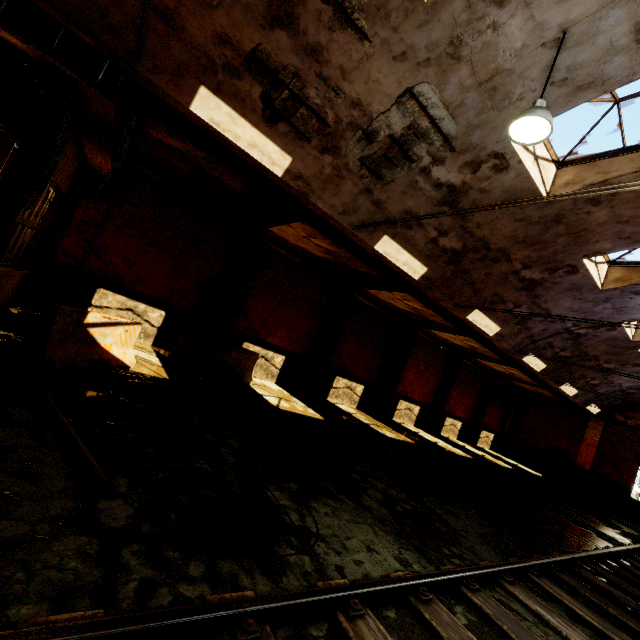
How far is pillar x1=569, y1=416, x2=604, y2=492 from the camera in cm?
2122

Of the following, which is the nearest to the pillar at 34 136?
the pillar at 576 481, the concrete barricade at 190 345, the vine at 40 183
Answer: the vine at 40 183

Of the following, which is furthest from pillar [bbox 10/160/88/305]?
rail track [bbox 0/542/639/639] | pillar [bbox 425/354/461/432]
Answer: pillar [bbox 425/354/461/432]

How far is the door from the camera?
22.3 meters

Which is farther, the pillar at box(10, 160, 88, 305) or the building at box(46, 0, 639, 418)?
the pillar at box(10, 160, 88, 305)

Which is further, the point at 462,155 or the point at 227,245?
the point at 227,245

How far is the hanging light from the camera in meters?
4.2 m

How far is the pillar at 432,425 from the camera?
19.7m
